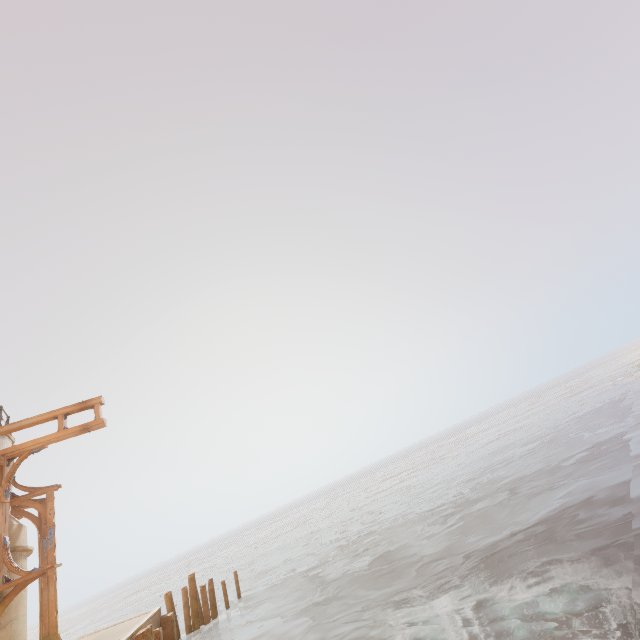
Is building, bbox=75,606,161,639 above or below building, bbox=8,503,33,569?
below

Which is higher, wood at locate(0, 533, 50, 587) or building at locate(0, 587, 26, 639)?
wood at locate(0, 533, 50, 587)

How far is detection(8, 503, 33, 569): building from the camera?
9.3m

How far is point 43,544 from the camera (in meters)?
11.31

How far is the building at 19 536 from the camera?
9.3 meters

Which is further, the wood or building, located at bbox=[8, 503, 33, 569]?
building, located at bbox=[8, 503, 33, 569]

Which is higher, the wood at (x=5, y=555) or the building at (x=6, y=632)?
the wood at (x=5, y=555)
